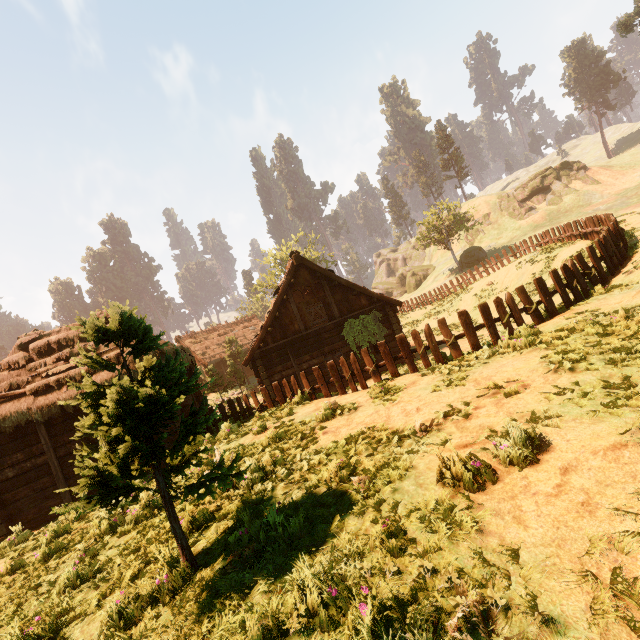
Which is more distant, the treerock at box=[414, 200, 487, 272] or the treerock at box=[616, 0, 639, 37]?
the treerock at box=[414, 200, 487, 272]

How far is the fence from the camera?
9.2m

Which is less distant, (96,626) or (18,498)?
(96,626)

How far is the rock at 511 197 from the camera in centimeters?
4756cm

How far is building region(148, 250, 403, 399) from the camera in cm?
1709

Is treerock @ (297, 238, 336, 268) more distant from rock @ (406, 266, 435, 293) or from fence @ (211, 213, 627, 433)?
fence @ (211, 213, 627, 433)

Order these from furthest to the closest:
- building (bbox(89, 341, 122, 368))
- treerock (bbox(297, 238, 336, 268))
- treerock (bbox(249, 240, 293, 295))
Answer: treerock (bbox(297, 238, 336, 268)) → treerock (bbox(249, 240, 293, 295)) → building (bbox(89, 341, 122, 368))

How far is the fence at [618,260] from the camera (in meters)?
9.25
